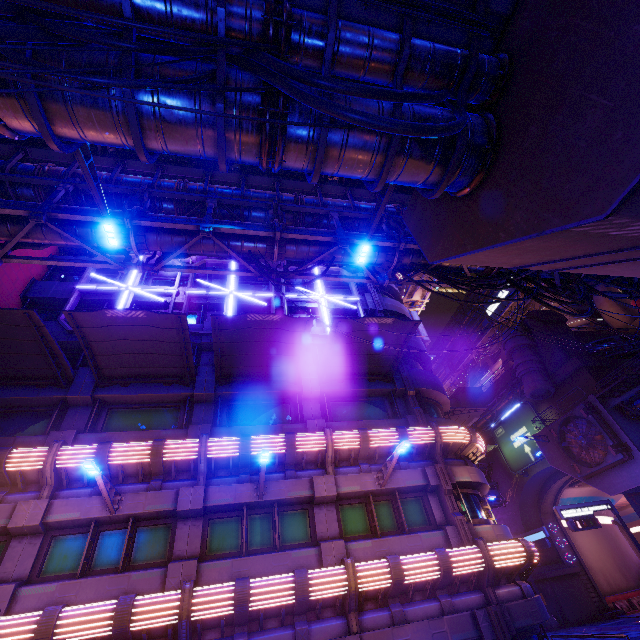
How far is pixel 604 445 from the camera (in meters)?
23.61

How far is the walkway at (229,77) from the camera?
5.5 meters

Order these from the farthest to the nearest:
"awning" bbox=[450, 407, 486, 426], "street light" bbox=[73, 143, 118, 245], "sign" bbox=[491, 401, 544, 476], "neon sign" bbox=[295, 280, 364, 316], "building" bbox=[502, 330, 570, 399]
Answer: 1. "sign" bbox=[491, 401, 544, 476]
2. "building" bbox=[502, 330, 570, 399]
3. "awning" bbox=[450, 407, 486, 426]
4. "neon sign" bbox=[295, 280, 364, 316]
5. "street light" bbox=[73, 143, 118, 245]

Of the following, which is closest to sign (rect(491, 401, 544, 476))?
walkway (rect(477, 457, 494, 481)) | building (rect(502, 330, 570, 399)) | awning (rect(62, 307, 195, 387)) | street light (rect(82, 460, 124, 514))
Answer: building (rect(502, 330, 570, 399))

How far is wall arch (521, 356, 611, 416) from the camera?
30.22m

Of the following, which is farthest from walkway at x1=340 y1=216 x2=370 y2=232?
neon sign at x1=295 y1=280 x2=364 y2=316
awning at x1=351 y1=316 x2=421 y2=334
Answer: awning at x1=351 y1=316 x2=421 y2=334

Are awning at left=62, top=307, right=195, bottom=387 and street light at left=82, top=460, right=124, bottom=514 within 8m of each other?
yes

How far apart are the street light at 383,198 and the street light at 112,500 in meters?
10.4
